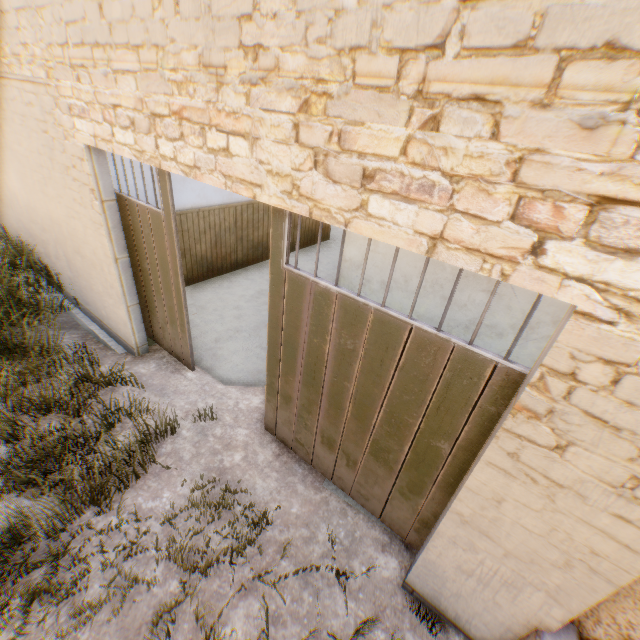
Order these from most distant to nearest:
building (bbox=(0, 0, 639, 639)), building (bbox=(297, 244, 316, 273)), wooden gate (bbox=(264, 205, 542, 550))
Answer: building (bbox=(297, 244, 316, 273)) < wooden gate (bbox=(264, 205, 542, 550)) < building (bbox=(0, 0, 639, 639))

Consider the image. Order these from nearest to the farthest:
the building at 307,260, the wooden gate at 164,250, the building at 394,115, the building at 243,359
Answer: the building at 394,115, the wooden gate at 164,250, the building at 243,359, the building at 307,260

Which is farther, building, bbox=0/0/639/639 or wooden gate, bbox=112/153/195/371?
wooden gate, bbox=112/153/195/371

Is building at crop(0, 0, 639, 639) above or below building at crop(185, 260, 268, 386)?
above

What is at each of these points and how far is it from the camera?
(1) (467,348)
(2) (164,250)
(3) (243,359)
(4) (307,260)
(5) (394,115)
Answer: (1) wooden gate, 1.92m
(2) wooden gate, 3.72m
(3) building, 5.20m
(4) building, 9.02m
(5) building, 1.43m

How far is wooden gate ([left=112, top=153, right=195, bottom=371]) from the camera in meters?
3.4

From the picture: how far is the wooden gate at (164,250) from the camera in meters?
3.4
